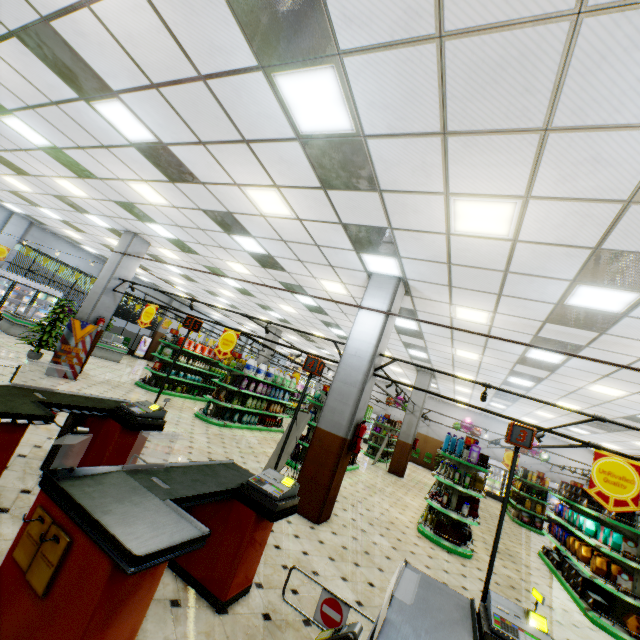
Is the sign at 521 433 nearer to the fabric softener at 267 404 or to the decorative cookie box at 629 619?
the decorative cookie box at 629 619

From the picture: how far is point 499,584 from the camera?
6.3m

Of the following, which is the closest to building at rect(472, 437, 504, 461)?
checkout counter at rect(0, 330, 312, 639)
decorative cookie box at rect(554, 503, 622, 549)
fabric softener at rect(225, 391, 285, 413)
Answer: checkout counter at rect(0, 330, 312, 639)

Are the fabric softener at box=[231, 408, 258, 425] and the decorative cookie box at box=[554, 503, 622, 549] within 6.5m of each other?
no

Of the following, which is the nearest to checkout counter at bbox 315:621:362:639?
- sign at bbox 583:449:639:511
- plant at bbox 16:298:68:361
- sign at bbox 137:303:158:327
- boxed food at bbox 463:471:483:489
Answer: sign at bbox 583:449:639:511

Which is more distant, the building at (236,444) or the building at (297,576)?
the building at (236,444)

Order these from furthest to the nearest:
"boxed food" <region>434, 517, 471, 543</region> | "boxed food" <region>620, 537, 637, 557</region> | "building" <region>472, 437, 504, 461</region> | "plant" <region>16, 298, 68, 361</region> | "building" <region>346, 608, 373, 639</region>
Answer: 1. "building" <region>472, 437, 504, 461</region>
2. "plant" <region>16, 298, 68, 361</region>
3. "boxed food" <region>434, 517, 471, 543</region>
4. "boxed food" <region>620, 537, 637, 557</region>
5. "building" <region>346, 608, 373, 639</region>

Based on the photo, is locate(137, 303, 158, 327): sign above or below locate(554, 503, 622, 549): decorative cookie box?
above
